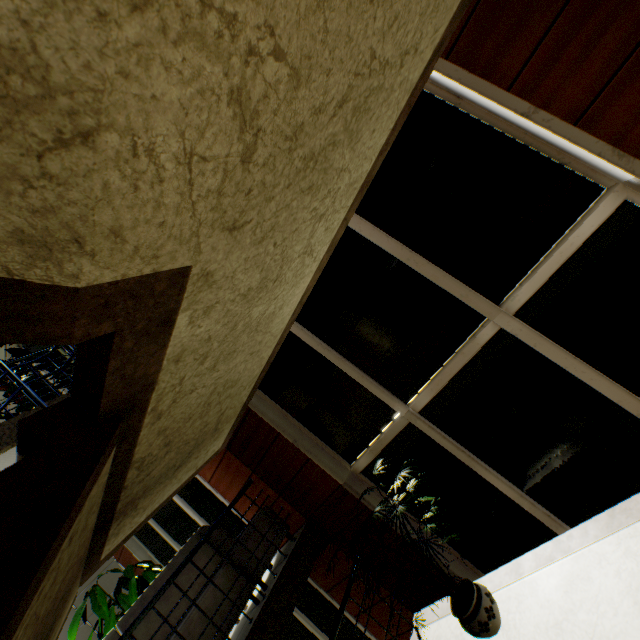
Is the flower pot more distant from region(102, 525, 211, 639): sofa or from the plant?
the plant

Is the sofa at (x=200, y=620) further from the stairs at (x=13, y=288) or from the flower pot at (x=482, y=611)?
the flower pot at (x=482, y=611)

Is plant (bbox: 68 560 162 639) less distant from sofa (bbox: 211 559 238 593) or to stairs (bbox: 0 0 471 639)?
sofa (bbox: 211 559 238 593)

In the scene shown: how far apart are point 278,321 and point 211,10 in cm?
236

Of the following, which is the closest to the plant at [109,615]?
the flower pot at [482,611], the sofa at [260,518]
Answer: the sofa at [260,518]

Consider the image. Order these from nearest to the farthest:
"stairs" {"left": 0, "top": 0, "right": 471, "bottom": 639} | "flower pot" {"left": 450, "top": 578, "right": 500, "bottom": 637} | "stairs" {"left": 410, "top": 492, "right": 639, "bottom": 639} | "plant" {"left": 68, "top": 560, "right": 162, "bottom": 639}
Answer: "stairs" {"left": 0, "top": 0, "right": 471, "bottom": 639}, "stairs" {"left": 410, "top": 492, "right": 639, "bottom": 639}, "flower pot" {"left": 450, "top": 578, "right": 500, "bottom": 637}, "plant" {"left": 68, "top": 560, "right": 162, "bottom": 639}

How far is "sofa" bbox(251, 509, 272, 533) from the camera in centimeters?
432cm
